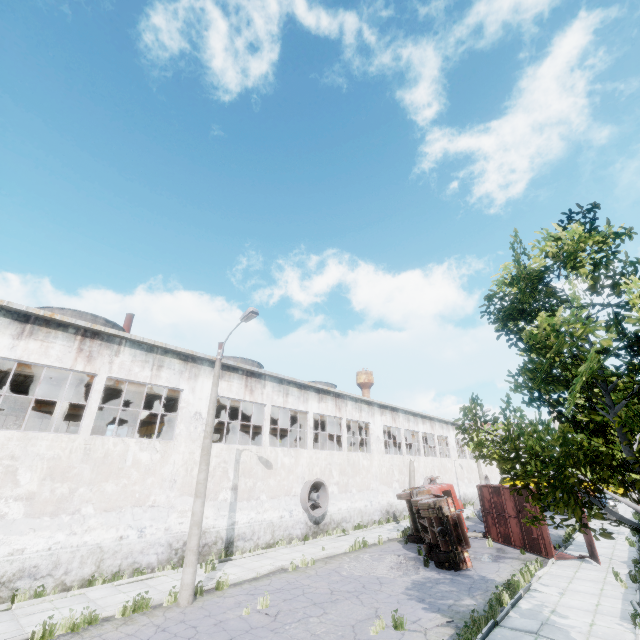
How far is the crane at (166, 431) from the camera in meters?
23.7

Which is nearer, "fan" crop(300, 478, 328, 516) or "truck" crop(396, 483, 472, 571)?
"truck" crop(396, 483, 472, 571)

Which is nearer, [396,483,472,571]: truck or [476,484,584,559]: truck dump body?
[396,483,472,571]: truck

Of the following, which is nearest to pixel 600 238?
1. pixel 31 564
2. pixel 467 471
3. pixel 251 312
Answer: pixel 251 312

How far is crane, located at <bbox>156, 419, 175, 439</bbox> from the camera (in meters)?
23.67

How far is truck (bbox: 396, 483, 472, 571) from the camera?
14.3m

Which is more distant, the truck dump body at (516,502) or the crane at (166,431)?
the crane at (166,431)

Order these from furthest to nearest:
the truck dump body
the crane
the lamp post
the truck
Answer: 1. the crane
2. the truck dump body
3. the truck
4. the lamp post
